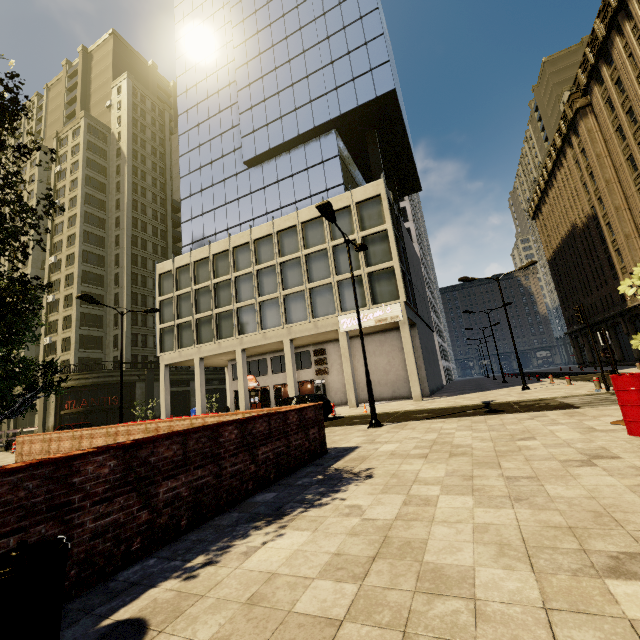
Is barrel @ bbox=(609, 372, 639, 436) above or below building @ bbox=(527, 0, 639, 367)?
below

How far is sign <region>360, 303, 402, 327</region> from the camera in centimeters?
2297cm

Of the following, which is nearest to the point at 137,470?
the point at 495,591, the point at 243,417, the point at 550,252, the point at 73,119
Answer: the point at 243,417

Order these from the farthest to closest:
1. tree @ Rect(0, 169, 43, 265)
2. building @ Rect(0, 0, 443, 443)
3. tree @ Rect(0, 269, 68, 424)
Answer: building @ Rect(0, 0, 443, 443) < tree @ Rect(0, 269, 68, 424) < tree @ Rect(0, 169, 43, 265)

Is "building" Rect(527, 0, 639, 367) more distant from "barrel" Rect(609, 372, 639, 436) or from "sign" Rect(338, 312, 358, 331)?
"barrel" Rect(609, 372, 639, 436)

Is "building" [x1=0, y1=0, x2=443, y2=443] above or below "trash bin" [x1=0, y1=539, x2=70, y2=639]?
above

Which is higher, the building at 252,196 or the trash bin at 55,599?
the building at 252,196

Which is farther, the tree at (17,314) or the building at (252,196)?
the building at (252,196)
